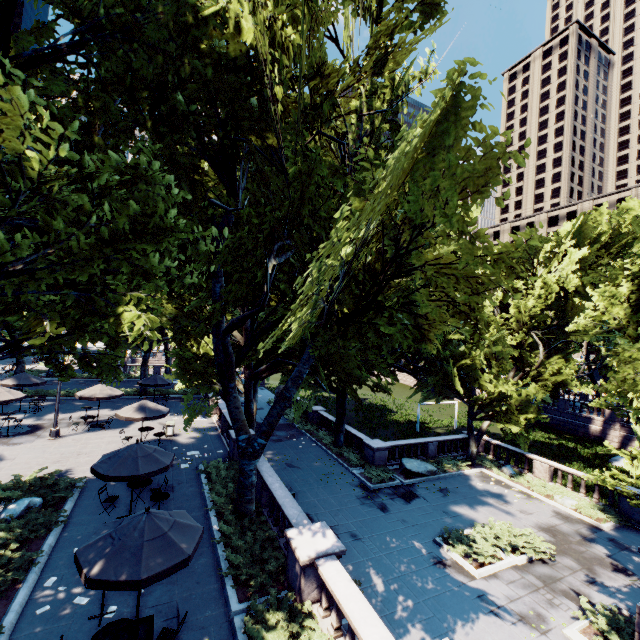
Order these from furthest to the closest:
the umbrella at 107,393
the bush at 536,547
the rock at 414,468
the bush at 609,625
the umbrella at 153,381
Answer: the umbrella at 153,381 < the rock at 414,468 < the umbrella at 107,393 < the bush at 536,547 < the bush at 609,625

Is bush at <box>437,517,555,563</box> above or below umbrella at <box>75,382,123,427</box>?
below

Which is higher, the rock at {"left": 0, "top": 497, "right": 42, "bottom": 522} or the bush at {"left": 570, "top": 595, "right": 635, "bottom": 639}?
the rock at {"left": 0, "top": 497, "right": 42, "bottom": 522}

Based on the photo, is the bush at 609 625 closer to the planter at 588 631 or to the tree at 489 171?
the planter at 588 631

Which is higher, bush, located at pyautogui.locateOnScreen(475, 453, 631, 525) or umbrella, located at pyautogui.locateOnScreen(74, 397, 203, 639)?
umbrella, located at pyautogui.locateOnScreen(74, 397, 203, 639)

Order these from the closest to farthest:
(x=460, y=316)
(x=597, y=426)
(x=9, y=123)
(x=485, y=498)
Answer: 1. (x=9, y=123)
2. (x=460, y=316)
3. (x=485, y=498)
4. (x=597, y=426)

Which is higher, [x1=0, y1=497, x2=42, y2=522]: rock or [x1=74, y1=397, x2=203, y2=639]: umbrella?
[x1=74, y1=397, x2=203, y2=639]: umbrella

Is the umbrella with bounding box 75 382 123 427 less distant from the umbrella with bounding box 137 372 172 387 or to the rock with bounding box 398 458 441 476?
the umbrella with bounding box 137 372 172 387
